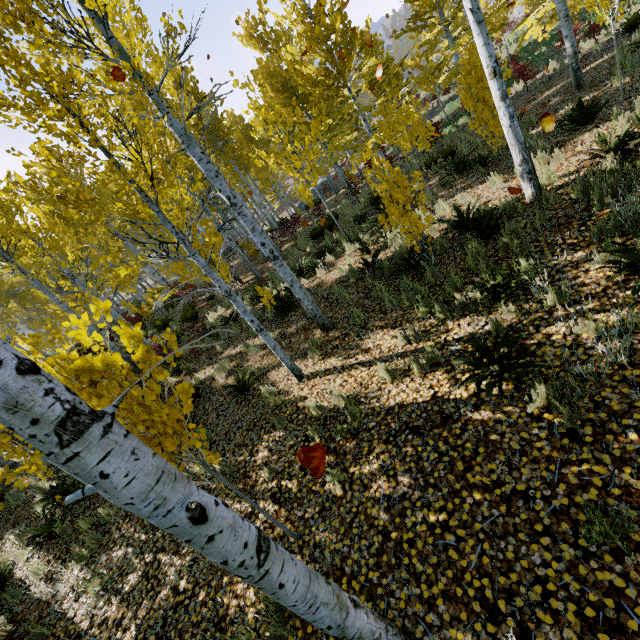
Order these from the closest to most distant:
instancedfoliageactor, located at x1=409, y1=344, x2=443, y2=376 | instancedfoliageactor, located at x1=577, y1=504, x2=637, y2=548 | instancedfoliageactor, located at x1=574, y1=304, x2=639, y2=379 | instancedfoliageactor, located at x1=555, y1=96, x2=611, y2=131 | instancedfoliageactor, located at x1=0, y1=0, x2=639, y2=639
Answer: instancedfoliageactor, located at x1=0, y1=0, x2=639, y2=639 < instancedfoliageactor, located at x1=577, y1=504, x2=637, y2=548 < instancedfoliageactor, located at x1=574, y1=304, x2=639, y2=379 < instancedfoliageactor, located at x1=409, y1=344, x2=443, y2=376 < instancedfoliageactor, located at x1=555, y1=96, x2=611, y2=131

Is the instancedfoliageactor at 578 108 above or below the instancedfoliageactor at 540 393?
above

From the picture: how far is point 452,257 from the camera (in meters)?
6.14

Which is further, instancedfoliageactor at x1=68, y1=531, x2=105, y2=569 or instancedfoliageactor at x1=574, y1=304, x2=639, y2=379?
instancedfoliageactor at x1=68, y1=531, x2=105, y2=569

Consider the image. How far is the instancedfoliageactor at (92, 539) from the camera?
5.62m

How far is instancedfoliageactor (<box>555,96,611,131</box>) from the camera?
6.7 meters

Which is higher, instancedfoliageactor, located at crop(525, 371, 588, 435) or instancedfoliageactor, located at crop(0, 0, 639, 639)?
instancedfoliageactor, located at crop(0, 0, 639, 639)
